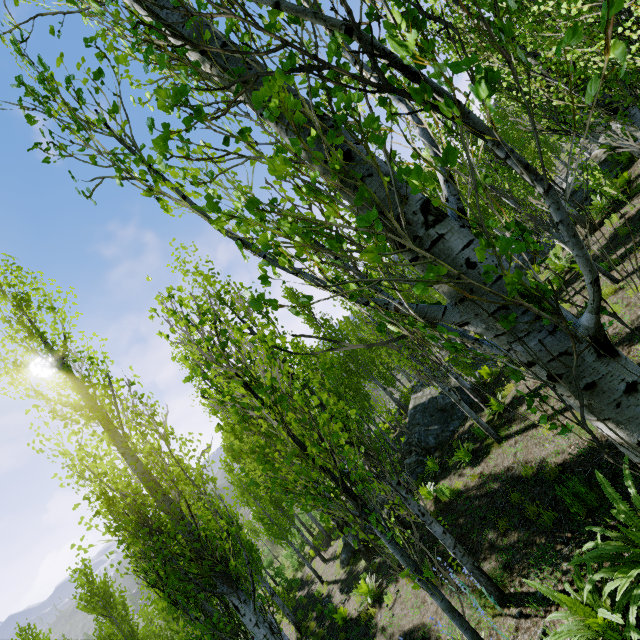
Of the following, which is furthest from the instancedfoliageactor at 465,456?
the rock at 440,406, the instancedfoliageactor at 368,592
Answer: the instancedfoliageactor at 368,592

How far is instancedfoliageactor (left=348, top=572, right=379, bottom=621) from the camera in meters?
9.5

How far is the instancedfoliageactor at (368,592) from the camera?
9.5m

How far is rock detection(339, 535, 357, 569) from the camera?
14.9 meters

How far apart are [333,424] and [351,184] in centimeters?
554cm

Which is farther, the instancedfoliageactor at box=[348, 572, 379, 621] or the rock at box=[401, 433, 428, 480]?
the rock at box=[401, 433, 428, 480]

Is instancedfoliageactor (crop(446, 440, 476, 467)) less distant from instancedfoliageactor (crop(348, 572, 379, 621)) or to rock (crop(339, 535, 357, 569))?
rock (crop(339, 535, 357, 569))
